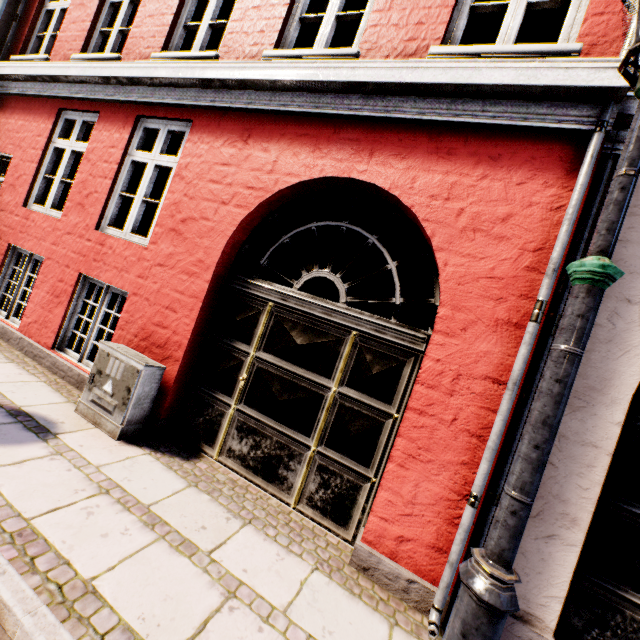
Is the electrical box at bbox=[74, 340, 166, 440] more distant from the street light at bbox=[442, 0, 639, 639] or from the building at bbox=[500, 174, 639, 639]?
the street light at bbox=[442, 0, 639, 639]

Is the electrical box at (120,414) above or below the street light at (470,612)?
below

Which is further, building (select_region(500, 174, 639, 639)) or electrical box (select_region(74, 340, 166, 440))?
electrical box (select_region(74, 340, 166, 440))

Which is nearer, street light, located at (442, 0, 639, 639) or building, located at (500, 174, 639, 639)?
street light, located at (442, 0, 639, 639)

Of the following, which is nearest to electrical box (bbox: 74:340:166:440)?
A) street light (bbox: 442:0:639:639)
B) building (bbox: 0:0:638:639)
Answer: building (bbox: 0:0:638:639)

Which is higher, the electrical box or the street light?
the street light

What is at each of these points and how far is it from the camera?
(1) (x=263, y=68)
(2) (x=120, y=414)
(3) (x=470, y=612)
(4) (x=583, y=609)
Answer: (1) building, 3.6 meters
(2) electrical box, 3.4 meters
(3) street light, 1.1 meters
(4) building, 2.5 meters

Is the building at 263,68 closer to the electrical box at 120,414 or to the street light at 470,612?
the electrical box at 120,414
